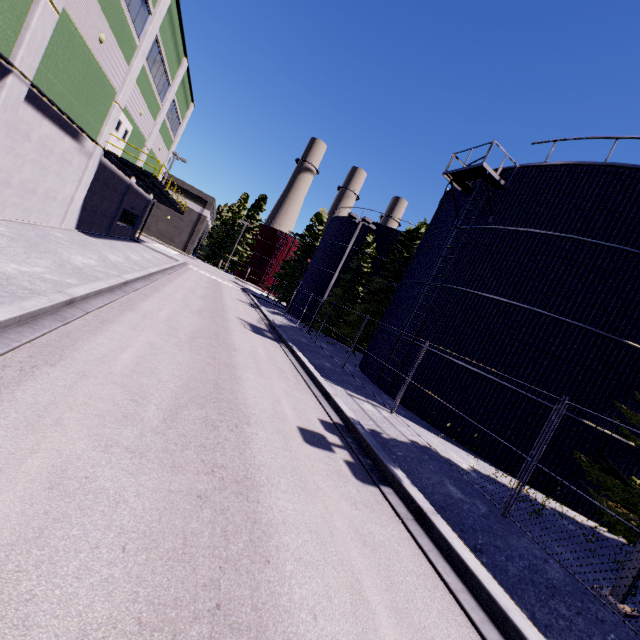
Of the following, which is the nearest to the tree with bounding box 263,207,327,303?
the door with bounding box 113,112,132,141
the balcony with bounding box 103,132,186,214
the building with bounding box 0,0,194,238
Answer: the building with bounding box 0,0,194,238

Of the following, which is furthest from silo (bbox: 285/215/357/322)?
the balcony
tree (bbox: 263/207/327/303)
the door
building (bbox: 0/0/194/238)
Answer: the door

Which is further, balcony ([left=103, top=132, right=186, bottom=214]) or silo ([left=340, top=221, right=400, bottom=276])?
silo ([left=340, top=221, right=400, bottom=276])

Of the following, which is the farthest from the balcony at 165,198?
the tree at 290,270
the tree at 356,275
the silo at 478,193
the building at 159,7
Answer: the tree at 356,275

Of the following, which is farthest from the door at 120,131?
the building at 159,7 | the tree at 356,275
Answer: the tree at 356,275

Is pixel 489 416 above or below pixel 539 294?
below

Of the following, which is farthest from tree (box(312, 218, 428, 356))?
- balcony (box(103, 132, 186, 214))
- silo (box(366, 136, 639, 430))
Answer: balcony (box(103, 132, 186, 214))

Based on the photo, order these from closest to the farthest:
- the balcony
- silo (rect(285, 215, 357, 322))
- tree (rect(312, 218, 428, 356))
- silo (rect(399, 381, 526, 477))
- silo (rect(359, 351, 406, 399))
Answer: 1. silo (rect(399, 381, 526, 477))
2. silo (rect(359, 351, 406, 399))
3. the balcony
4. tree (rect(312, 218, 428, 356))
5. silo (rect(285, 215, 357, 322))
